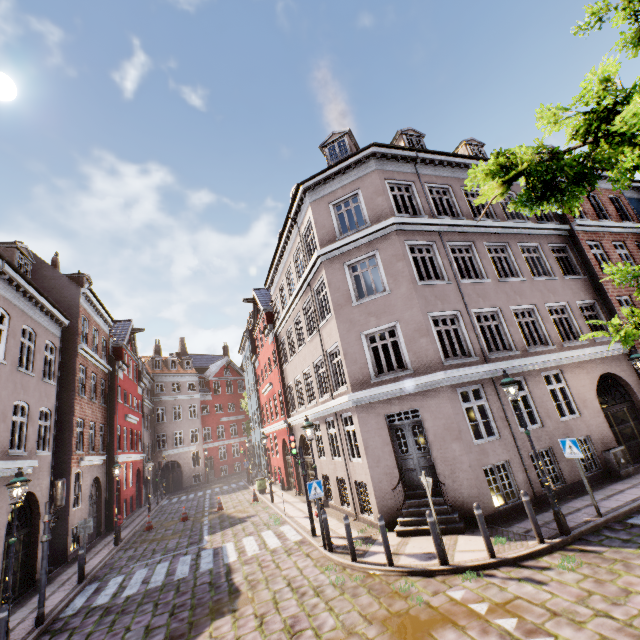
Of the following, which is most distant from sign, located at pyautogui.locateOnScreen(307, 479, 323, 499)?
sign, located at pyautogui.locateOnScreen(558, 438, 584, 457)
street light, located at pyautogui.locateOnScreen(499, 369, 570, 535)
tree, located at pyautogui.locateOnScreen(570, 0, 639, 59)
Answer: tree, located at pyautogui.locateOnScreen(570, 0, 639, 59)

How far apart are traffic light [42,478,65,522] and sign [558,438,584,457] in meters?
14.5 m

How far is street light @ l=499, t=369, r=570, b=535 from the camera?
7.6 meters

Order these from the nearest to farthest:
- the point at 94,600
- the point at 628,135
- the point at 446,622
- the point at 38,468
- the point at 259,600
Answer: the point at 628,135 → the point at 446,622 → the point at 259,600 → the point at 94,600 → the point at 38,468

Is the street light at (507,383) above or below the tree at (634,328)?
below

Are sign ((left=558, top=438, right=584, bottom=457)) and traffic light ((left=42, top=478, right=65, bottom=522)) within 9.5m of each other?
no

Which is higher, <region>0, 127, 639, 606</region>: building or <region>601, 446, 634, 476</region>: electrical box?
<region>0, 127, 639, 606</region>: building

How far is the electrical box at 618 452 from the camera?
11.0 meters
